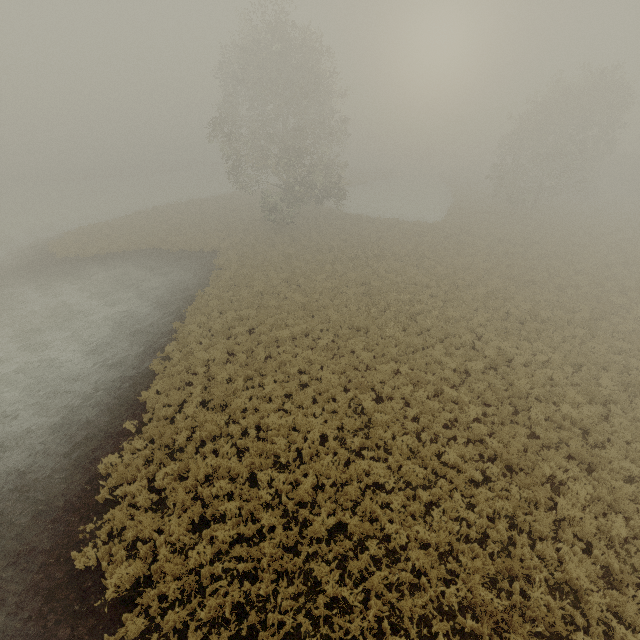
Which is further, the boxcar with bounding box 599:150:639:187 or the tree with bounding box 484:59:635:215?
the boxcar with bounding box 599:150:639:187

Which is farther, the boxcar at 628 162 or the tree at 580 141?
the boxcar at 628 162

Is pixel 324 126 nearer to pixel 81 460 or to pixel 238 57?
pixel 238 57
